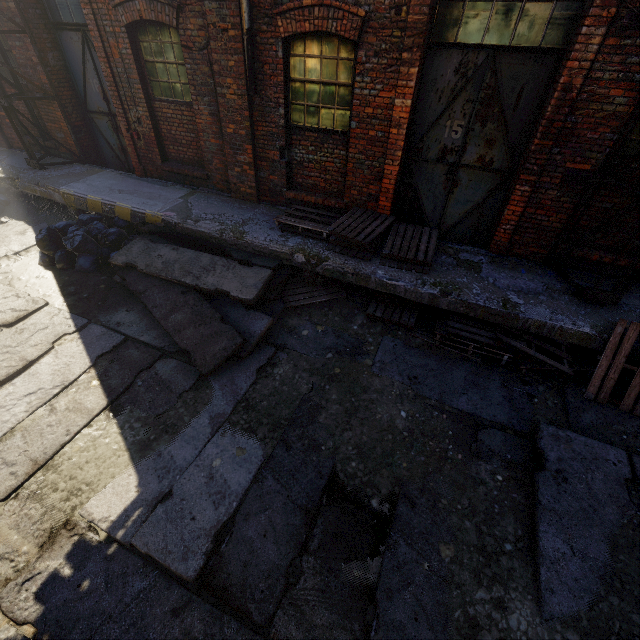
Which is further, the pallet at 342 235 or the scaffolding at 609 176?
the pallet at 342 235

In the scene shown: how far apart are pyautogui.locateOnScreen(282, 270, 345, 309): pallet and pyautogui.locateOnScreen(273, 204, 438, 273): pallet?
0.71m

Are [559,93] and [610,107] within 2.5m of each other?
yes

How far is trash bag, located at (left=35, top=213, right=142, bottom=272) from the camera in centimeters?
649cm

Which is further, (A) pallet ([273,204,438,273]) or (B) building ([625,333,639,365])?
(A) pallet ([273,204,438,273])

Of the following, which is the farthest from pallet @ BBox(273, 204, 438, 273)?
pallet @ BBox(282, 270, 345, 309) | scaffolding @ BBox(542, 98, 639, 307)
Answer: scaffolding @ BBox(542, 98, 639, 307)

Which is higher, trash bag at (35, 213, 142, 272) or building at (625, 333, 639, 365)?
building at (625, 333, 639, 365)

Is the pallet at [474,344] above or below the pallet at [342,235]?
below
